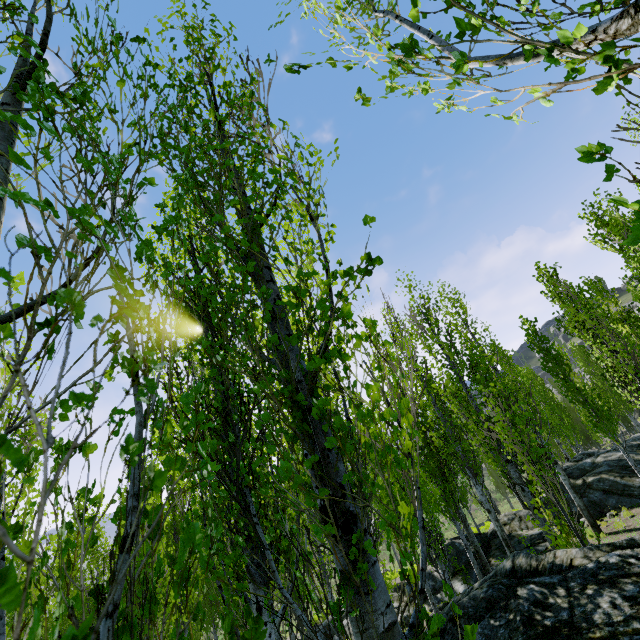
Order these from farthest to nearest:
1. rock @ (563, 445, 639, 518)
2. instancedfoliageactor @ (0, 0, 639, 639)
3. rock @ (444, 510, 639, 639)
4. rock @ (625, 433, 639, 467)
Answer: rock @ (625, 433, 639, 467) < rock @ (563, 445, 639, 518) < rock @ (444, 510, 639, 639) < instancedfoliageactor @ (0, 0, 639, 639)

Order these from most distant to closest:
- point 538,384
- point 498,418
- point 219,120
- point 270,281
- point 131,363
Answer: point 538,384 < point 498,418 < point 219,120 < point 270,281 < point 131,363

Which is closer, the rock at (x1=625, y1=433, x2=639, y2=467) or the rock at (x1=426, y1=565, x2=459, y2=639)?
the rock at (x1=426, y1=565, x2=459, y2=639)

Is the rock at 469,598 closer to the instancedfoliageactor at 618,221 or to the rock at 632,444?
the instancedfoliageactor at 618,221

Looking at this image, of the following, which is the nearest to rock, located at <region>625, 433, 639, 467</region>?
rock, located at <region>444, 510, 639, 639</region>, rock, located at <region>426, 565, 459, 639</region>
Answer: rock, located at <region>426, 565, 459, 639</region>

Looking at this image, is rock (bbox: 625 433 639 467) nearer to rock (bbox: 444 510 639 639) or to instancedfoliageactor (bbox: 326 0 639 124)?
instancedfoliageactor (bbox: 326 0 639 124)

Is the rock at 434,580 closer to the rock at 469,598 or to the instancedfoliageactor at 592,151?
the instancedfoliageactor at 592,151

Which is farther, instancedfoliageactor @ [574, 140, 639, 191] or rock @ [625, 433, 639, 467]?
rock @ [625, 433, 639, 467]
